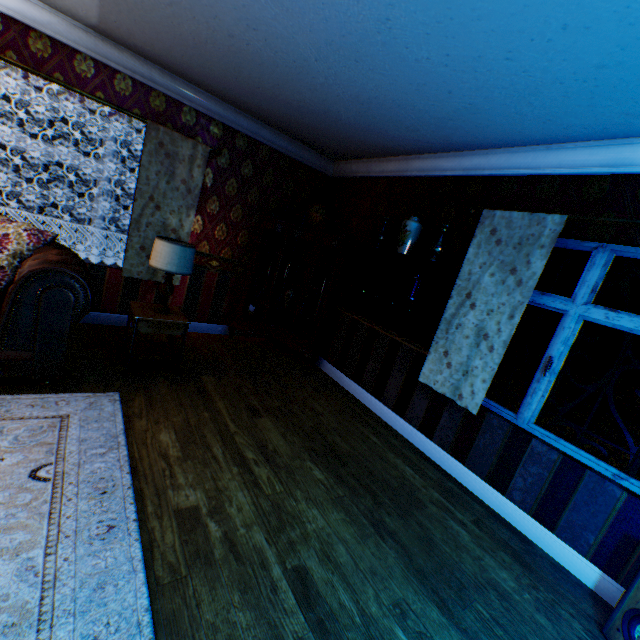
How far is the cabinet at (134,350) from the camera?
3.2m

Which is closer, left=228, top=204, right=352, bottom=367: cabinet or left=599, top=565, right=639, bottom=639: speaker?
left=599, top=565, right=639, bottom=639: speaker

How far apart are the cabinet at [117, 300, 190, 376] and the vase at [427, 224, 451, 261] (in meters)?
2.68

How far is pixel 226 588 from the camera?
1.6 meters

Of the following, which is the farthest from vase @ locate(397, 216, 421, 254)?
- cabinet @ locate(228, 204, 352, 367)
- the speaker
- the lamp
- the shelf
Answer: the speaker

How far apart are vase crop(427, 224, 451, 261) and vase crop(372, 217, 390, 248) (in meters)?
0.78

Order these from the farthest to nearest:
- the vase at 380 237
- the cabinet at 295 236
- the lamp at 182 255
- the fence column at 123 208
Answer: the fence column at 123 208
the cabinet at 295 236
the vase at 380 237
the lamp at 182 255

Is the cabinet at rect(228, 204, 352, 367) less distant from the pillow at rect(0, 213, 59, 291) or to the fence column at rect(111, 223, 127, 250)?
the pillow at rect(0, 213, 59, 291)
